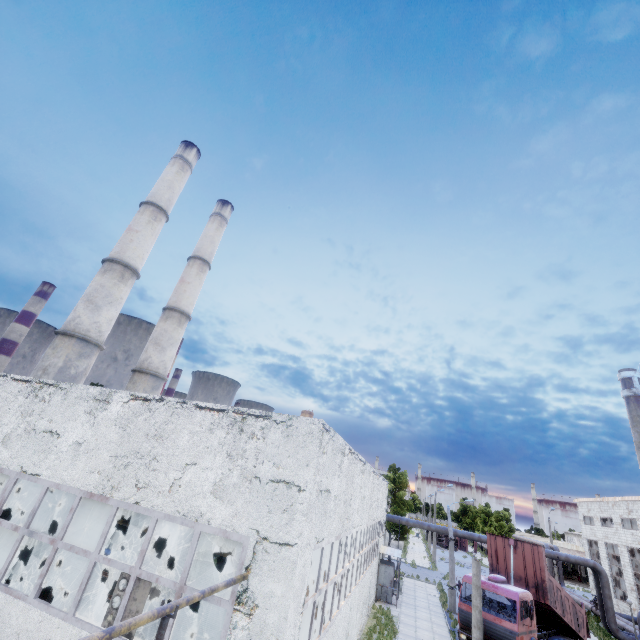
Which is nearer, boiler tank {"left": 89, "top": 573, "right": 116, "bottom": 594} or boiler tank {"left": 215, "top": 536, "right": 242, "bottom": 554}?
boiler tank {"left": 89, "top": 573, "right": 116, "bottom": 594}

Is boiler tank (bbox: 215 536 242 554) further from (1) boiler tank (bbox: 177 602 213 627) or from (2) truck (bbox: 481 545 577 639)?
(2) truck (bbox: 481 545 577 639)

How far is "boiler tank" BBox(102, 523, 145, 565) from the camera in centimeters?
1263cm

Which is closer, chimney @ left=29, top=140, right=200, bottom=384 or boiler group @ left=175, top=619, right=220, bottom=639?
boiler group @ left=175, top=619, right=220, bottom=639

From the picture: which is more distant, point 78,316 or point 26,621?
point 78,316

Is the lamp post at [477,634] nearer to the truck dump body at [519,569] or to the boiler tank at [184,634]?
the truck dump body at [519,569]

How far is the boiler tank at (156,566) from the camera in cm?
1220

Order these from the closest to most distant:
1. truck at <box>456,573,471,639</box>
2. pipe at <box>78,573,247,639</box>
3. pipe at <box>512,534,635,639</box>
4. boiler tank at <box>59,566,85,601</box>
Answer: pipe at <box>78,573,247,639</box> < boiler tank at <box>59,566,85,601</box> < truck at <box>456,573,471,639</box> < pipe at <box>512,534,635,639</box>
